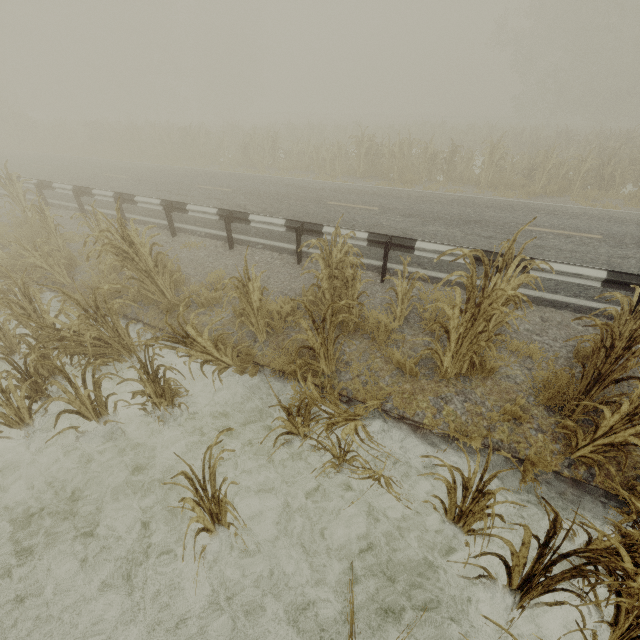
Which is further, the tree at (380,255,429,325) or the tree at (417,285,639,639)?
the tree at (380,255,429,325)

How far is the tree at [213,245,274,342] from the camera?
4.3 meters

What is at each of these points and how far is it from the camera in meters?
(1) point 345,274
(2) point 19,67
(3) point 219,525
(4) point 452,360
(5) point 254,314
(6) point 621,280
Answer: (1) tree, 4.7
(2) tree, 35.4
(3) tree, 3.2
(4) tree, 4.2
(5) tree, 4.8
(6) guardrail, 5.0

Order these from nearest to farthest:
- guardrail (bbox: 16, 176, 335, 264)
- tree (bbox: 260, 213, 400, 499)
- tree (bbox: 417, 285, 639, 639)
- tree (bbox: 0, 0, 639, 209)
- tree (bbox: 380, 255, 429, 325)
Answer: tree (bbox: 417, 285, 639, 639)
tree (bbox: 260, 213, 400, 499)
tree (bbox: 380, 255, 429, 325)
guardrail (bbox: 16, 176, 335, 264)
tree (bbox: 0, 0, 639, 209)

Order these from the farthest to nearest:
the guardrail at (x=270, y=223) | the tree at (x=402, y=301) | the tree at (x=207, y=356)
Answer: the guardrail at (x=270, y=223), the tree at (x=402, y=301), the tree at (x=207, y=356)

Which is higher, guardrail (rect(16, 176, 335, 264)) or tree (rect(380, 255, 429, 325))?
guardrail (rect(16, 176, 335, 264))

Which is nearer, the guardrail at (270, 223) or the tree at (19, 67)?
the guardrail at (270, 223)
